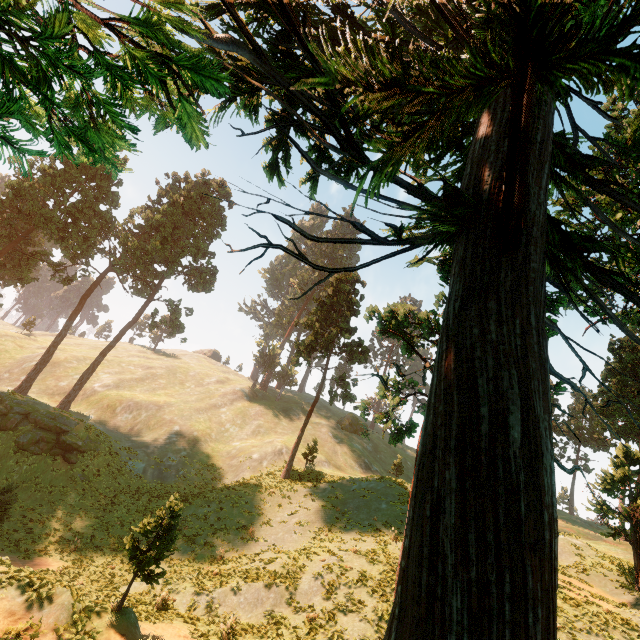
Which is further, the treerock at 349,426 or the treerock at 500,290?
the treerock at 349,426

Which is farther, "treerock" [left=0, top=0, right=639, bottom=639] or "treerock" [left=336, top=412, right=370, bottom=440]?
"treerock" [left=336, top=412, right=370, bottom=440]

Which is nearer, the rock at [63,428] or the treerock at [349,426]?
the treerock at [349,426]

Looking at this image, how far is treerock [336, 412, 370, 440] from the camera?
17.2 meters

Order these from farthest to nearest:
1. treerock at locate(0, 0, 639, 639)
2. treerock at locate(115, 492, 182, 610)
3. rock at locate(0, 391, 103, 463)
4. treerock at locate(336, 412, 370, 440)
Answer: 1. rock at locate(0, 391, 103, 463)
2. treerock at locate(336, 412, 370, 440)
3. treerock at locate(115, 492, 182, 610)
4. treerock at locate(0, 0, 639, 639)

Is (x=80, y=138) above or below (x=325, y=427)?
below
